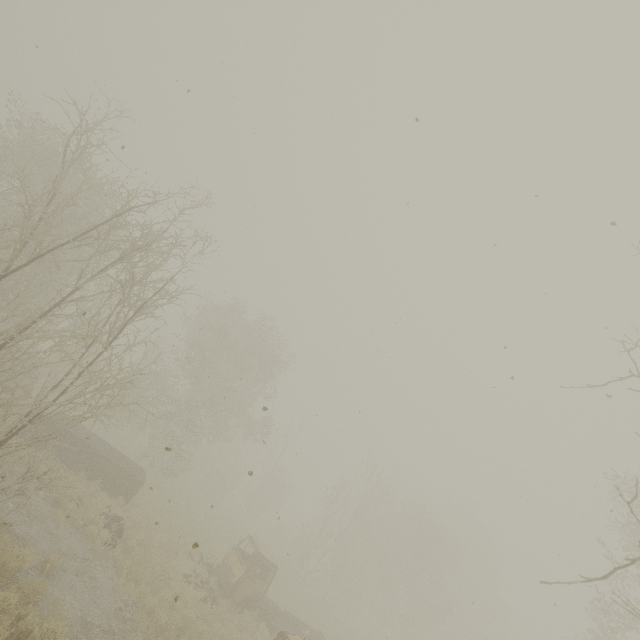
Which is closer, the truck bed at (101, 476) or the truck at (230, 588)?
the truck at (230, 588)

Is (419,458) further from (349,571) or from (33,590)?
(33,590)

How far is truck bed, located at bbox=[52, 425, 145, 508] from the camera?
15.7m

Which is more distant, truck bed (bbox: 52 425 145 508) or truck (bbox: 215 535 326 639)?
truck bed (bbox: 52 425 145 508)

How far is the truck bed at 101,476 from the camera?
15.73m
